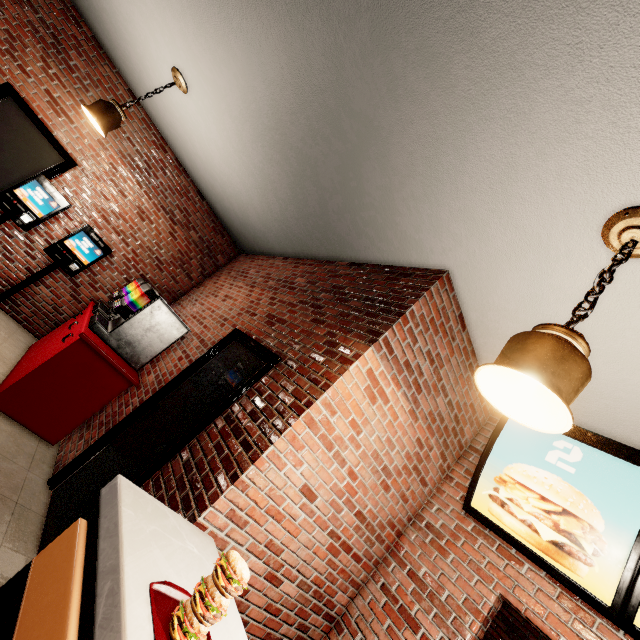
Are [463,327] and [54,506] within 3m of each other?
no
